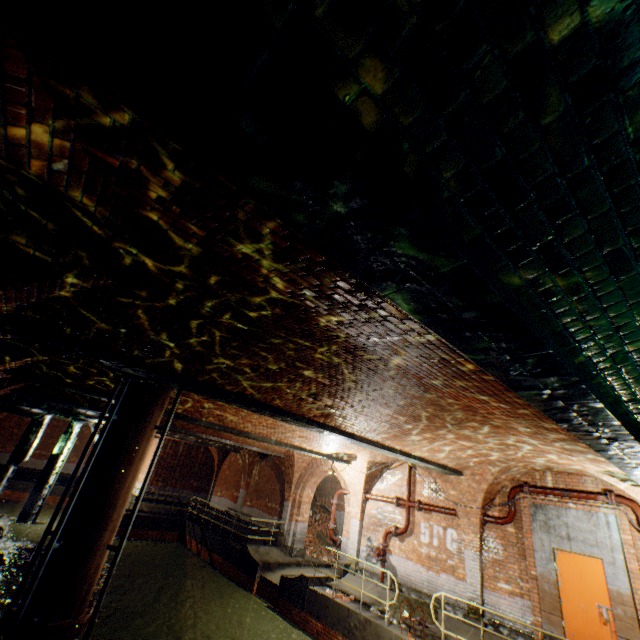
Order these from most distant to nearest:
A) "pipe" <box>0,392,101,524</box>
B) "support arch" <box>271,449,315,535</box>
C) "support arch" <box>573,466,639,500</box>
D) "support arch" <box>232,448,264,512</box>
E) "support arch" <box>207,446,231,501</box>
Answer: "support arch" <box>207,446,231,501</box> < "support arch" <box>232,448,264,512</box> < "support arch" <box>271,449,315,535</box> < "pipe" <box>0,392,101,524</box> < "support arch" <box>573,466,639,500</box>

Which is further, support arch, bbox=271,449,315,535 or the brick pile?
the brick pile

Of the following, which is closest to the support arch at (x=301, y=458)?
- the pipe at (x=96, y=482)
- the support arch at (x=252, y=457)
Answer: the support arch at (x=252, y=457)

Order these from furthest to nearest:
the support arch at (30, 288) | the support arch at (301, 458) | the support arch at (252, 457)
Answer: the support arch at (252, 457) → the support arch at (301, 458) → the support arch at (30, 288)

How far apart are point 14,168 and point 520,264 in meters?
3.3 m

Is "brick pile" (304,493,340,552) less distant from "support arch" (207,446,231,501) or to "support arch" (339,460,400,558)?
"support arch" (339,460,400,558)

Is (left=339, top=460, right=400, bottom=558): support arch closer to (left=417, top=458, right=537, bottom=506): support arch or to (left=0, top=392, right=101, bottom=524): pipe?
(left=0, top=392, right=101, bottom=524): pipe

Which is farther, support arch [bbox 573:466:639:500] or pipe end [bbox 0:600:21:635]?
support arch [bbox 573:466:639:500]
